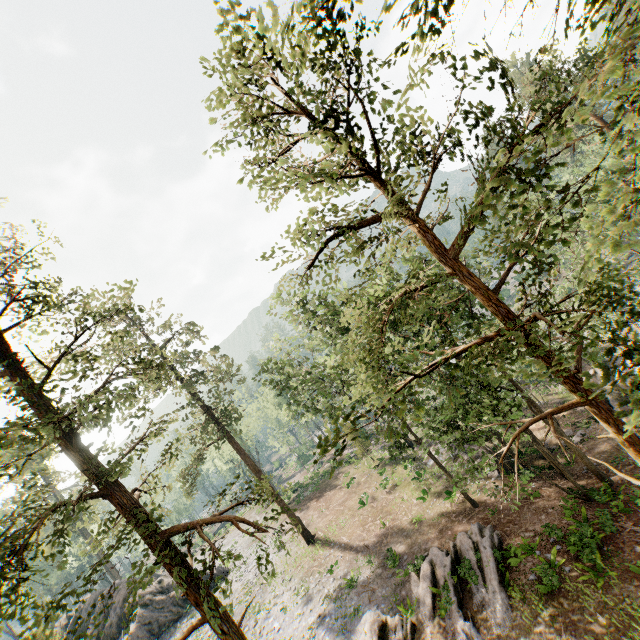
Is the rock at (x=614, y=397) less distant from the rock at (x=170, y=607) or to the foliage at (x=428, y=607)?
the foliage at (x=428, y=607)

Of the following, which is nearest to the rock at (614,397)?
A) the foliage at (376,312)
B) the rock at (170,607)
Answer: the foliage at (376,312)

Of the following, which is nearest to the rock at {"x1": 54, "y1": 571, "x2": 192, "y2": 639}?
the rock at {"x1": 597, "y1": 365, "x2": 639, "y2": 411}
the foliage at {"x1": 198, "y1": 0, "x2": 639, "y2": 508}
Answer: the foliage at {"x1": 198, "y1": 0, "x2": 639, "y2": 508}

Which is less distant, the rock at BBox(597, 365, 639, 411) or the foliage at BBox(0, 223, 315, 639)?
the foliage at BBox(0, 223, 315, 639)

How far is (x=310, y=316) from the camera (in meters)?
22.80

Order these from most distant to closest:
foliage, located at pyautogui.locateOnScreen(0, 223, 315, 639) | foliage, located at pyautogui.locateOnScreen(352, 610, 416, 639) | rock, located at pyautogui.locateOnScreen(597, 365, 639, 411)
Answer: rock, located at pyautogui.locateOnScreen(597, 365, 639, 411), foliage, located at pyautogui.locateOnScreen(352, 610, 416, 639), foliage, located at pyautogui.locateOnScreen(0, 223, 315, 639)

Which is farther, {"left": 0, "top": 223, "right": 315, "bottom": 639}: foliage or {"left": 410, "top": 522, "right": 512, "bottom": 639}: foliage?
{"left": 410, "top": 522, "right": 512, "bottom": 639}: foliage
